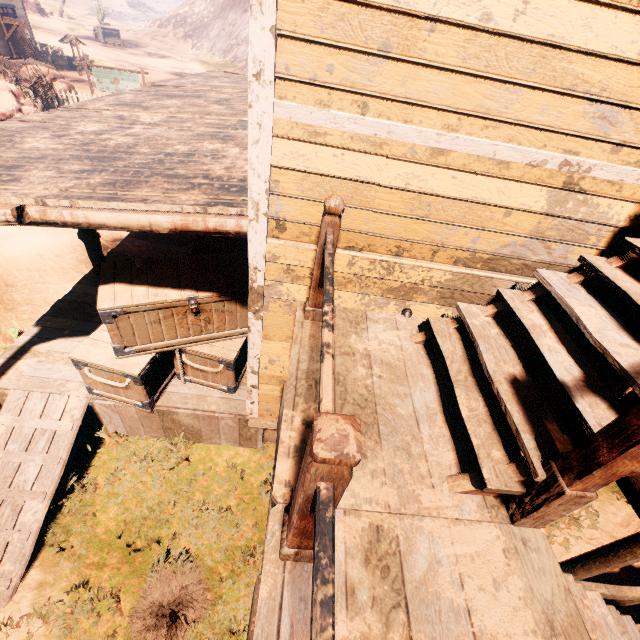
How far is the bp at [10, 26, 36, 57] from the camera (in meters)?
22.52

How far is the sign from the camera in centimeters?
1851cm

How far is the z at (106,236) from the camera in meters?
9.2

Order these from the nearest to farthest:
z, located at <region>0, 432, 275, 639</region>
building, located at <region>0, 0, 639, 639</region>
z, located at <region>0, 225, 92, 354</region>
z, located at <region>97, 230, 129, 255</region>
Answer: building, located at <region>0, 0, 639, 639</region>, z, located at <region>0, 432, 275, 639</region>, z, located at <region>0, 225, 92, 354</region>, z, located at <region>97, 230, 129, 255</region>

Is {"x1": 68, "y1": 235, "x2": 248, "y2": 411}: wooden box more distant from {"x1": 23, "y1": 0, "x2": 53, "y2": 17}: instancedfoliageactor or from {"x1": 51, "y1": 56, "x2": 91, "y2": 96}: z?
{"x1": 23, "y1": 0, "x2": 53, "y2": 17}: instancedfoliageactor

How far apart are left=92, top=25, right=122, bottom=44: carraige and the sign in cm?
4127

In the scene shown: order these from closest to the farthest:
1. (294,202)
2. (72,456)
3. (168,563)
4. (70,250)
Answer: (294,202) < (168,563) < (72,456) < (70,250)

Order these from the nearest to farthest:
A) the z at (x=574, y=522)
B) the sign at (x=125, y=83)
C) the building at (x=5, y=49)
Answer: the z at (x=574, y=522) → the sign at (x=125, y=83) → the building at (x=5, y=49)
